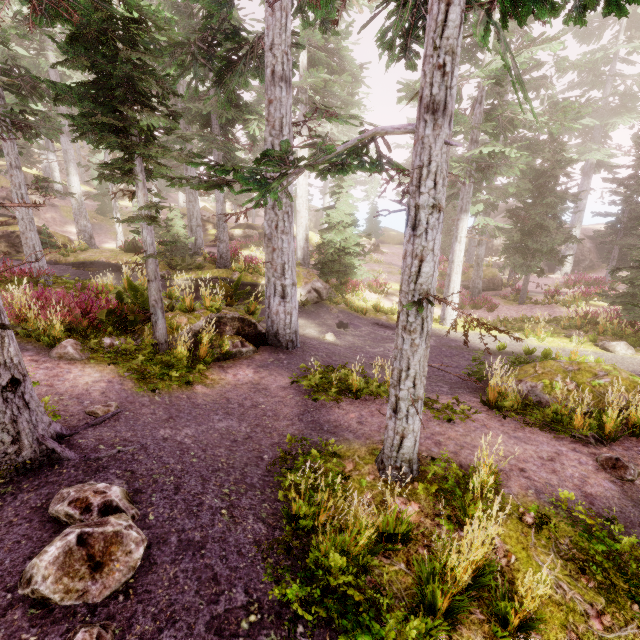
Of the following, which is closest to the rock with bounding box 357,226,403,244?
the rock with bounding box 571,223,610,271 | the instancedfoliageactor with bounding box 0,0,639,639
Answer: Result: the instancedfoliageactor with bounding box 0,0,639,639

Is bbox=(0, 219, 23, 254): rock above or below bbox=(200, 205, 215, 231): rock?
below

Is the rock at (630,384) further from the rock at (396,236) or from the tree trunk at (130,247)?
the rock at (396,236)

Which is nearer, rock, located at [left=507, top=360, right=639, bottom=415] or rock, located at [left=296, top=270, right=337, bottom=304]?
rock, located at [left=507, top=360, right=639, bottom=415]

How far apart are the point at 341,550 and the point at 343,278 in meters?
17.1 m

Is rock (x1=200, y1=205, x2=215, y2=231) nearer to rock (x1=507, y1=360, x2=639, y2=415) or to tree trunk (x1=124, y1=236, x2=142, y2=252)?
tree trunk (x1=124, y1=236, x2=142, y2=252)

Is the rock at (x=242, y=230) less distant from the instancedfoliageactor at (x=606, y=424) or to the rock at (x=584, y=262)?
the instancedfoliageactor at (x=606, y=424)

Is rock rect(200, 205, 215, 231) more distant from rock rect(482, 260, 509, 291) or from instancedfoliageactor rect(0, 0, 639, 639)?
rock rect(482, 260, 509, 291)
